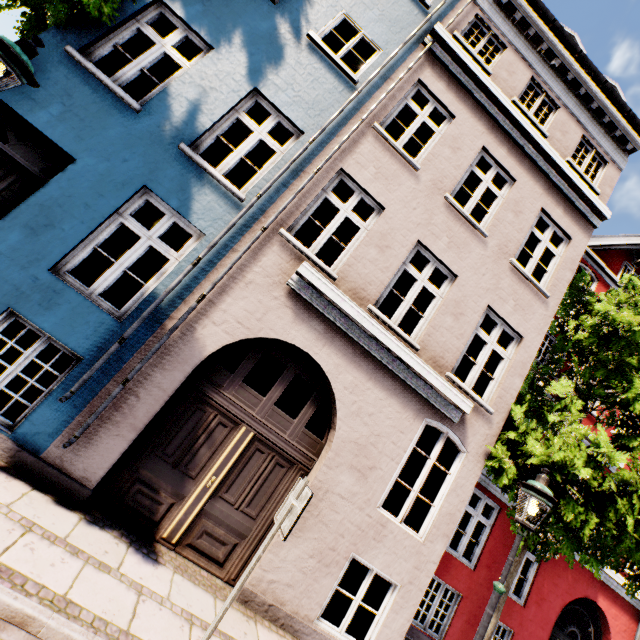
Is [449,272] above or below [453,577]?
above

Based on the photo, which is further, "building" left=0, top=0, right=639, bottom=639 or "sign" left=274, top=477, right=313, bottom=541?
"building" left=0, top=0, right=639, bottom=639

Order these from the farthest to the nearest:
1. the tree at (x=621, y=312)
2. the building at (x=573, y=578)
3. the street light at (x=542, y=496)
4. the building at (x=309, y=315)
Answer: the building at (x=573, y=578)
the tree at (x=621, y=312)
the building at (x=309, y=315)
the street light at (x=542, y=496)

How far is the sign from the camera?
3.1m

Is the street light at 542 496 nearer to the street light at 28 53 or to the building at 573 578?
the building at 573 578

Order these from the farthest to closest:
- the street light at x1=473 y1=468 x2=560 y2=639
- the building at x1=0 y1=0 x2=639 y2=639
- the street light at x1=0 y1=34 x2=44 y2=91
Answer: the building at x1=0 y1=0 x2=639 y2=639
the street light at x1=473 y1=468 x2=560 y2=639
the street light at x1=0 y1=34 x2=44 y2=91

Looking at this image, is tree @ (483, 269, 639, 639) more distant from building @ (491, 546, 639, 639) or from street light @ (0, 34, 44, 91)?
street light @ (0, 34, 44, 91)

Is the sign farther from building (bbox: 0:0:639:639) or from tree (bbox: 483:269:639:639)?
Result: tree (bbox: 483:269:639:639)
